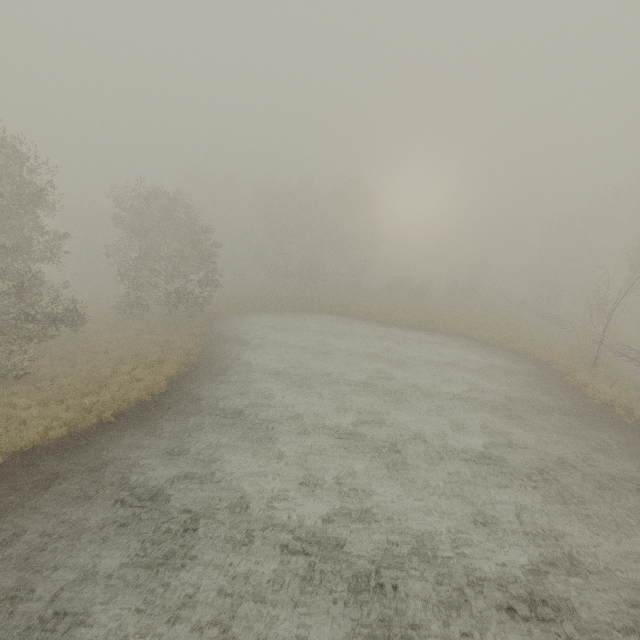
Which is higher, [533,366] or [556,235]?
[556,235]
